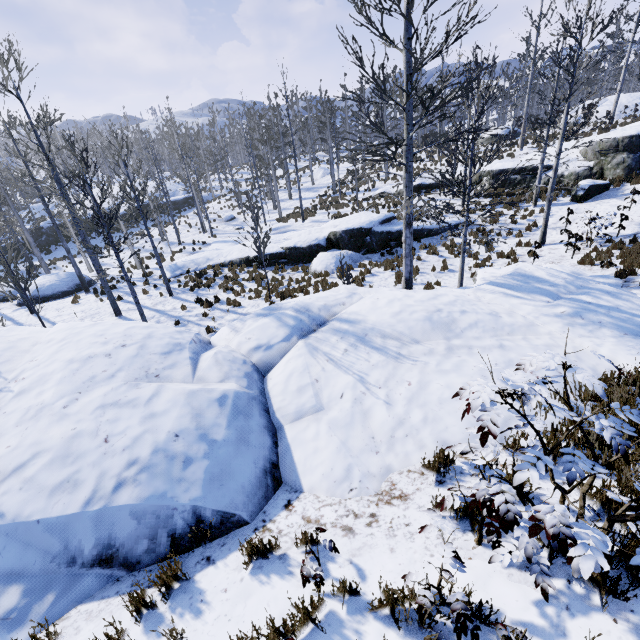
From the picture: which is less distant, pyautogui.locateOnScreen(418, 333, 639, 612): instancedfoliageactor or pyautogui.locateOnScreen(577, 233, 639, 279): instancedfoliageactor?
pyautogui.locateOnScreen(418, 333, 639, 612): instancedfoliageactor

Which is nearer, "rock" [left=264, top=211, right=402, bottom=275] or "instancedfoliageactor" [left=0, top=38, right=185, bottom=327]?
"instancedfoliageactor" [left=0, top=38, right=185, bottom=327]

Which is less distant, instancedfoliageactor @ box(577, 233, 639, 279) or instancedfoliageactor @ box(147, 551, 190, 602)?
instancedfoliageactor @ box(147, 551, 190, 602)

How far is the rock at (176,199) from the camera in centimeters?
4019cm

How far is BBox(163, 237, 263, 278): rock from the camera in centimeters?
1934cm

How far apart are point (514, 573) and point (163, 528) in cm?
346

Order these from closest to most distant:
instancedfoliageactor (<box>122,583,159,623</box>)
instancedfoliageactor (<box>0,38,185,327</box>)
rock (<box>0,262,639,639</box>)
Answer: instancedfoliageactor (<box>122,583,159,623</box>)
rock (<box>0,262,639,639</box>)
instancedfoliageactor (<box>0,38,185,327</box>)

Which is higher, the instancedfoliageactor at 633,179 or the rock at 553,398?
the instancedfoliageactor at 633,179
